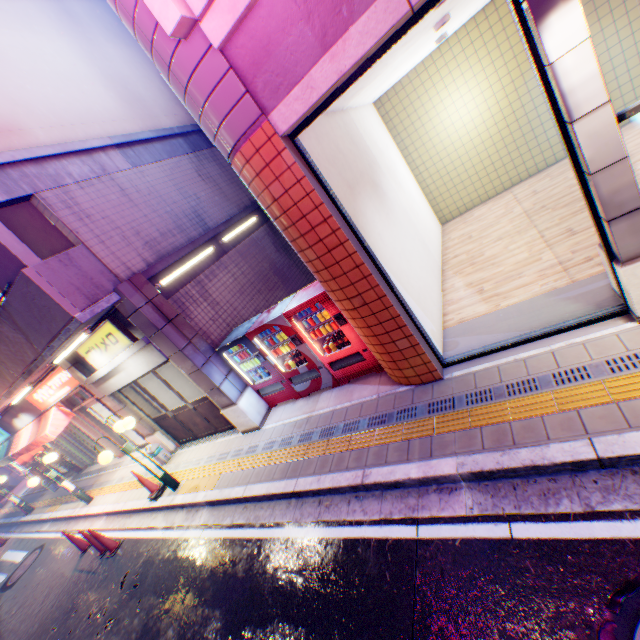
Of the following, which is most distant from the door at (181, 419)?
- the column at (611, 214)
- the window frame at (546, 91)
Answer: the column at (611, 214)

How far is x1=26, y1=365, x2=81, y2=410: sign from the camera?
9.4m

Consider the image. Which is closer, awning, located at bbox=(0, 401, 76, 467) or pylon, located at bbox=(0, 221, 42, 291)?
pylon, located at bbox=(0, 221, 42, 291)

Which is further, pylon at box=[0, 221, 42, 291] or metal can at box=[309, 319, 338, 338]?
metal can at box=[309, 319, 338, 338]

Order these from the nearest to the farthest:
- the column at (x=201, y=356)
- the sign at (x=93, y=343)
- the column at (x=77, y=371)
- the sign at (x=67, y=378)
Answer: the column at (x=201, y=356), the sign at (x=93, y=343), the column at (x=77, y=371), the sign at (x=67, y=378)

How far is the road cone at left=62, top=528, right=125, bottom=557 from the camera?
7.8 meters

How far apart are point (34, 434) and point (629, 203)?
17.26m

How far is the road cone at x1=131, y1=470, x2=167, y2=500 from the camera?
8.08m
